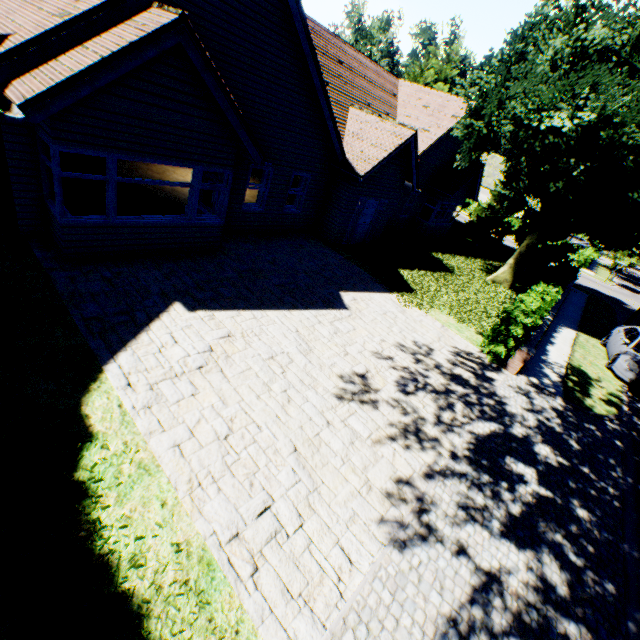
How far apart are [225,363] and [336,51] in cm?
1655

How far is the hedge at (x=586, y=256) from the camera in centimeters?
992cm

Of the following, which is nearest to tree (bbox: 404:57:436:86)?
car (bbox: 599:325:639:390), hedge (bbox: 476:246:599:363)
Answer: hedge (bbox: 476:246:599:363)

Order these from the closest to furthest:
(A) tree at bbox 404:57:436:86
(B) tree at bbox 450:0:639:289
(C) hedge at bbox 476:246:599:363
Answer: (C) hedge at bbox 476:246:599:363, (B) tree at bbox 450:0:639:289, (A) tree at bbox 404:57:436:86

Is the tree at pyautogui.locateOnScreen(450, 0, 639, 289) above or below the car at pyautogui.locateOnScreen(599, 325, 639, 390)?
above

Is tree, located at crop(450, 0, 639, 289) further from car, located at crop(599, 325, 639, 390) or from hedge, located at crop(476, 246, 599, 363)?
car, located at crop(599, 325, 639, 390)

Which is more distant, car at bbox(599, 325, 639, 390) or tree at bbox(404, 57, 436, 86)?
tree at bbox(404, 57, 436, 86)

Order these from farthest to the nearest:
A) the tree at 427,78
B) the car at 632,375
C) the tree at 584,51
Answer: the tree at 427,78 < the car at 632,375 < the tree at 584,51
